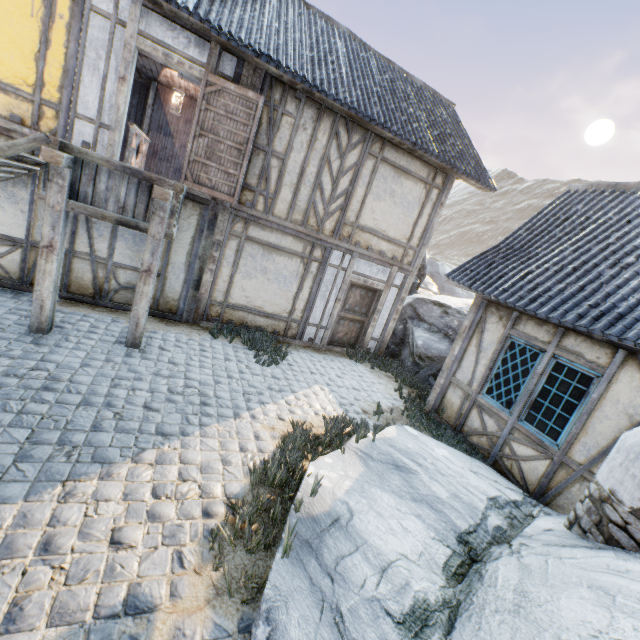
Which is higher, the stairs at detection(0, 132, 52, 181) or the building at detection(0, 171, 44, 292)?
the stairs at detection(0, 132, 52, 181)

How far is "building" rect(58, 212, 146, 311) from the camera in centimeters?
661cm

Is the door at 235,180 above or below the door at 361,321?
above

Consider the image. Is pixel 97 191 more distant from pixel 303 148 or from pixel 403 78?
pixel 403 78

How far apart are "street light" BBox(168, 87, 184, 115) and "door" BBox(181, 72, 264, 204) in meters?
2.8

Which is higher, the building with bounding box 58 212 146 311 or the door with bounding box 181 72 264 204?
the door with bounding box 181 72 264 204

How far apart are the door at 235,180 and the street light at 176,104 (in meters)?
2.81

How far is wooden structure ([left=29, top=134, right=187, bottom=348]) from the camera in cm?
476
